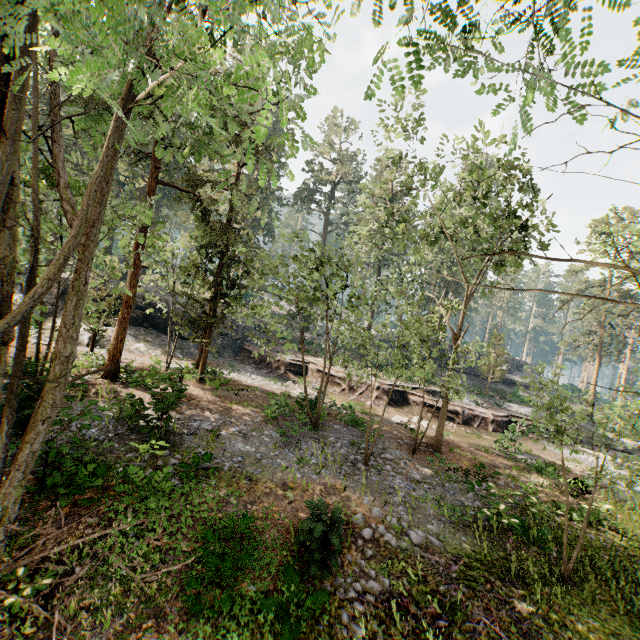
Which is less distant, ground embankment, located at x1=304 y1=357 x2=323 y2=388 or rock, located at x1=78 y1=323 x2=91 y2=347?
rock, located at x1=78 y1=323 x2=91 y2=347

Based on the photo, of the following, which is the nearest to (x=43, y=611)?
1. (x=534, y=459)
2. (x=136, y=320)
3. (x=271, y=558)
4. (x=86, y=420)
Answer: (x=271, y=558)

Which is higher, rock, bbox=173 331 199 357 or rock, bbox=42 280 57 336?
rock, bbox=42 280 57 336

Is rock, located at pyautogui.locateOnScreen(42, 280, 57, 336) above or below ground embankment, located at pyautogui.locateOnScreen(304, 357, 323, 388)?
above

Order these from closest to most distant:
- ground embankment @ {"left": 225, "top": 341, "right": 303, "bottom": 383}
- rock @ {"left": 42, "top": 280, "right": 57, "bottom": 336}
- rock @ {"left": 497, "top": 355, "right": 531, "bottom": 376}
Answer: rock @ {"left": 42, "top": 280, "right": 57, "bottom": 336} → ground embankment @ {"left": 225, "top": 341, "right": 303, "bottom": 383} → rock @ {"left": 497, "top": 355, "right": 531, "bottom": 376}

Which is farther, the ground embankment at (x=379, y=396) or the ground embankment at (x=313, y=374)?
the ground embankment at (x=313, y=374)

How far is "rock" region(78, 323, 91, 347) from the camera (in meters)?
21.88

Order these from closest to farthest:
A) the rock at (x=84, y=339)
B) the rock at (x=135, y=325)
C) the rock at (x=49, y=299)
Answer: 1. the rock at (x=84, y=339)
2. the rock at (x=49, y=299)
3. the rock at (x=135, y=325)
